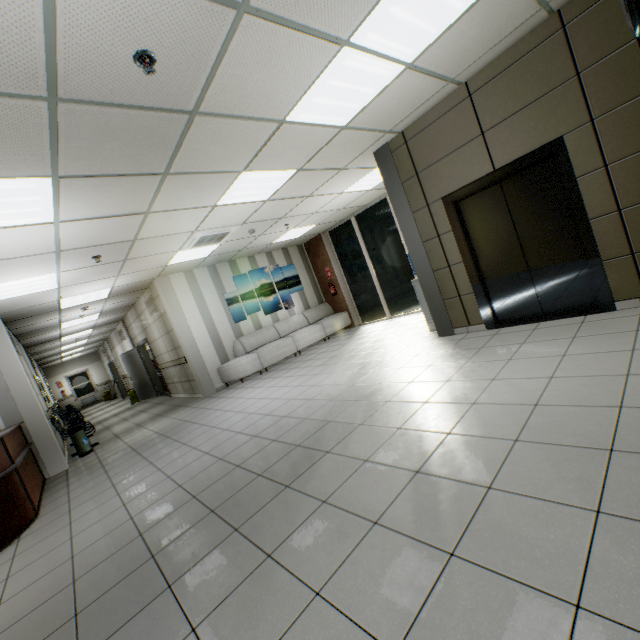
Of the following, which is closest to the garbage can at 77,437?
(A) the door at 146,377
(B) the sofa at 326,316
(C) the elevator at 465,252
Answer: (B) the sofa at 326,316

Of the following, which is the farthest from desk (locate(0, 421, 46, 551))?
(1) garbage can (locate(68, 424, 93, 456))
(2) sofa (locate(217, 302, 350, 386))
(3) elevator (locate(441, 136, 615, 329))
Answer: (3) elevator (locate(441, 136, 615, 329))

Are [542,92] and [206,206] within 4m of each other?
no

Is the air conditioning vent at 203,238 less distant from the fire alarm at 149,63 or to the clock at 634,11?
the fire alarm at 149,63

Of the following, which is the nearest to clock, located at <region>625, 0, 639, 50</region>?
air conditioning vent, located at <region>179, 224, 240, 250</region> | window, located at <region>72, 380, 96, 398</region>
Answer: air conditioning vent, located at <region>179, 224, 240, 250</region>

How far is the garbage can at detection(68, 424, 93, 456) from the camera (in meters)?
6.88

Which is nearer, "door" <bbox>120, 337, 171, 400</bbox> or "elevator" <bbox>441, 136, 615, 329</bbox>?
"elevator" <bbox>441, 136, 615, 329</bbox>

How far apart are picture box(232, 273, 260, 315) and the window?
18.3m
